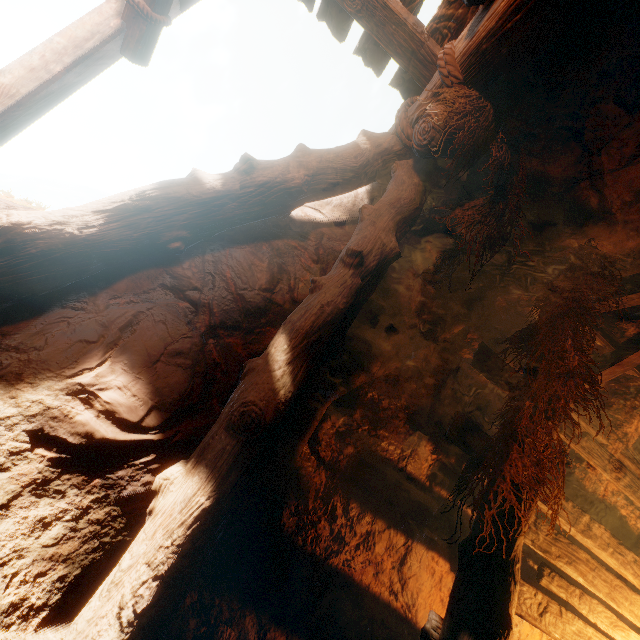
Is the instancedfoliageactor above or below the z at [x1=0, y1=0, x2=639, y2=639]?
below

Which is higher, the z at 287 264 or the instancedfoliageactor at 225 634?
the z at 287 264

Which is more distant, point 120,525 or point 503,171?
point 503,171
